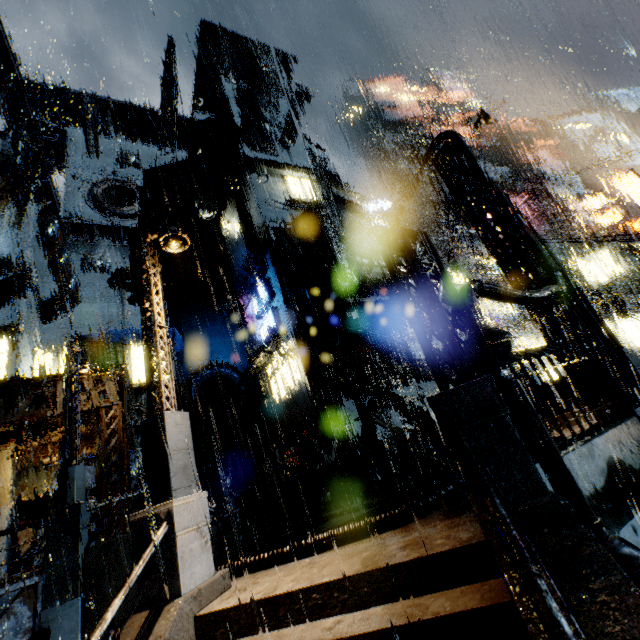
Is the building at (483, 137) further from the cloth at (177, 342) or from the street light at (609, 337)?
the street light at (609, 337)

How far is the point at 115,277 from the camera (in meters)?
26.98

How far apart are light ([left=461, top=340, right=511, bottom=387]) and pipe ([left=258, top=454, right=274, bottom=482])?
16.6 meters

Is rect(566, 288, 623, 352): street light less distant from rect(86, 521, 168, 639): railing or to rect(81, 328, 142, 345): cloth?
rect(86, 521, 168, 639): railing

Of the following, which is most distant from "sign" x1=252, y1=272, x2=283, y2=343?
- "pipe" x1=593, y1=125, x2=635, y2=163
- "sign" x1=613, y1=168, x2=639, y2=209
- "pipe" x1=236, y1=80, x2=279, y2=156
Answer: "pipe" x1=593, y1=125, x2=635, y2=163

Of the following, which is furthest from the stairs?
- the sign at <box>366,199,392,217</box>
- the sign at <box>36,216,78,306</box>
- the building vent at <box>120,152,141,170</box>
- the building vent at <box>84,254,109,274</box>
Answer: the building vent at <box>120,152,141,170</box>

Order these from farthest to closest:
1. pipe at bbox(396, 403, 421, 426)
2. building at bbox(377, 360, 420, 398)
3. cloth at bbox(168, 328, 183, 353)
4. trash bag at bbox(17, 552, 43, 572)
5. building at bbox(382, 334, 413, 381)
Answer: cloth at bbox(168, 328, 183, 353)
building at bbox(382, 334, 413, 381)
building at bbox(377, 360, 420, 398)
trash bag at bbox(17, 552, 43, 572)
pipe at bbox(396, 403, 421, 426)

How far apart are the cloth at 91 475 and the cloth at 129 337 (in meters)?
6.76
